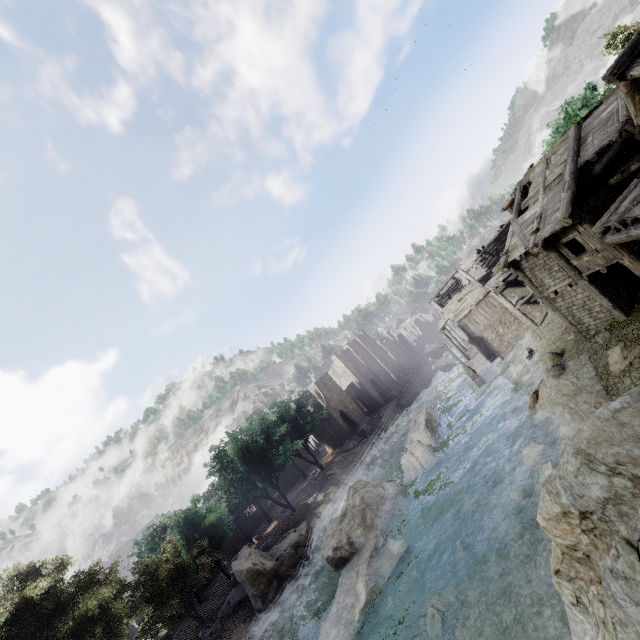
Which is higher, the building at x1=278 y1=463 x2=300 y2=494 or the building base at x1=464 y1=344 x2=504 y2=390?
the building at x1=278 y1=463 x2=300 y2=494

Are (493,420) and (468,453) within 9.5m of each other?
yes

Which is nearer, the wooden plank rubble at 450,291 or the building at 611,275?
the building at 611,275

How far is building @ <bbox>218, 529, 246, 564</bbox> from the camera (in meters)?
41.18

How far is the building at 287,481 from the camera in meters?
51.9 m

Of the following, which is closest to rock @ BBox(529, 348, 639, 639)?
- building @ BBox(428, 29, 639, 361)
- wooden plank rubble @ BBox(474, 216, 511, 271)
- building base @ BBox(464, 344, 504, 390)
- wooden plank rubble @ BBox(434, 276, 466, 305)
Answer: building @ BBox(428, 29, 639, 361)

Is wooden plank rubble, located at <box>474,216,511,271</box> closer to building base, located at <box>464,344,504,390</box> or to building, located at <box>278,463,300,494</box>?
building, located at <box>278,463,300,494</box>
